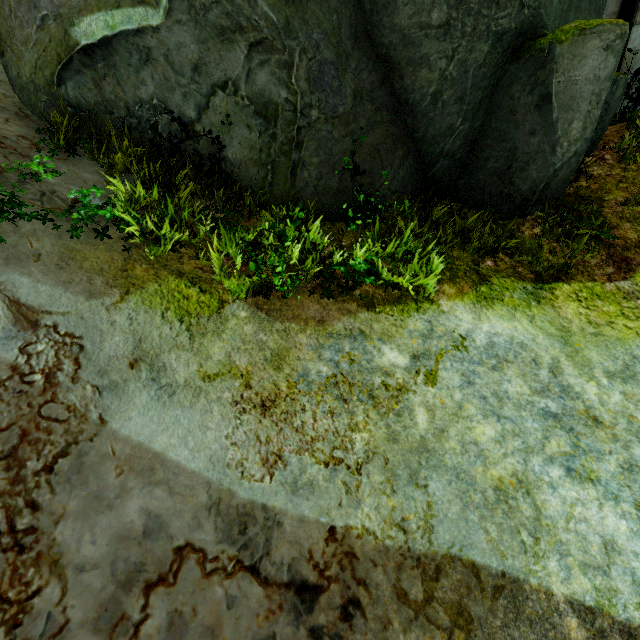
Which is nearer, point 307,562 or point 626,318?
point 307,562

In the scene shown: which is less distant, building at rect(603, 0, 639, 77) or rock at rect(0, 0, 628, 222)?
rock at rect(0, 0, 628, 222)

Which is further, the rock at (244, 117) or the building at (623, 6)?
the building at (623, 6)
